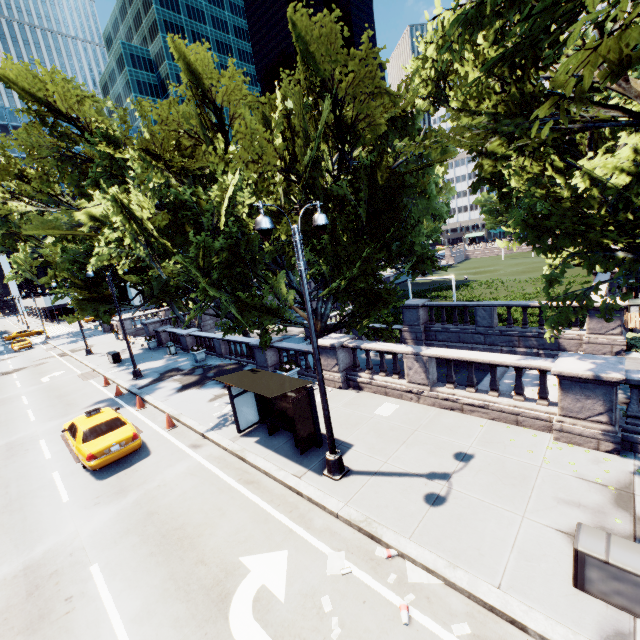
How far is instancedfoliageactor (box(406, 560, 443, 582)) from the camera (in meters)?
6.11

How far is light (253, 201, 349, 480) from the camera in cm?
711

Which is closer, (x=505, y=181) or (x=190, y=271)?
(x=190, y=271)

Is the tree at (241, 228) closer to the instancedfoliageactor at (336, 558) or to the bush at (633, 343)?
the bush at (633, 343)

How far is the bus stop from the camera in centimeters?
989cm

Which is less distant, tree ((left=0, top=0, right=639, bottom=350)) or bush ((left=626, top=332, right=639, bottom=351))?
tree ((left=0, top=0, right=639, bottom=350))

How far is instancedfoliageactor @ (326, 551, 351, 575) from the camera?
6.5m

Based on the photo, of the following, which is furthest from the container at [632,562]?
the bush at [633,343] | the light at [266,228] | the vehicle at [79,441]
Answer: the vehicle at [79,441]
